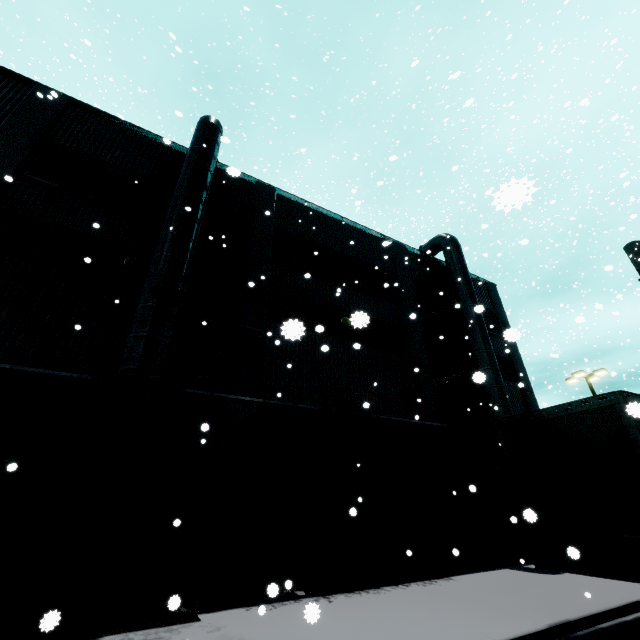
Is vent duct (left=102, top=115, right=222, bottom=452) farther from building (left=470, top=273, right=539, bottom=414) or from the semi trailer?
the semi trailer

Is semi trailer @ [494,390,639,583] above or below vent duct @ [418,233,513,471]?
below

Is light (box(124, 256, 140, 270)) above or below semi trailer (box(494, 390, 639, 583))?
above

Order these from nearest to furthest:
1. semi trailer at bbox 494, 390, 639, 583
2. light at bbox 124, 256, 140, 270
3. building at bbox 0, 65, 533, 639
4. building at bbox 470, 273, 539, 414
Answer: semi trailer at bbox 494, 390, 639, 583, building at bbox 0, 65, 533, 639, light at bbox 124, 256, 140, 270, building at bbox 470, 273, 539, 414

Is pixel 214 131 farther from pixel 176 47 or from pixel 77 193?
pixel 176 47

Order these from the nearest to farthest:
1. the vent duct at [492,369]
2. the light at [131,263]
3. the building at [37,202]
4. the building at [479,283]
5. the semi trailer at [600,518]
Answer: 1. the semi trailer at [600,518]
2. the building at [37,202]
3. the light at [131,263]
4. the vent duct at [492,369]
5. the building at [479,283]

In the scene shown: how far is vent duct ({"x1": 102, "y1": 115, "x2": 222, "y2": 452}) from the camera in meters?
7.0 m

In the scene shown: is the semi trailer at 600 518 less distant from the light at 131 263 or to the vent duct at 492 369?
the vent duct at 492 369
